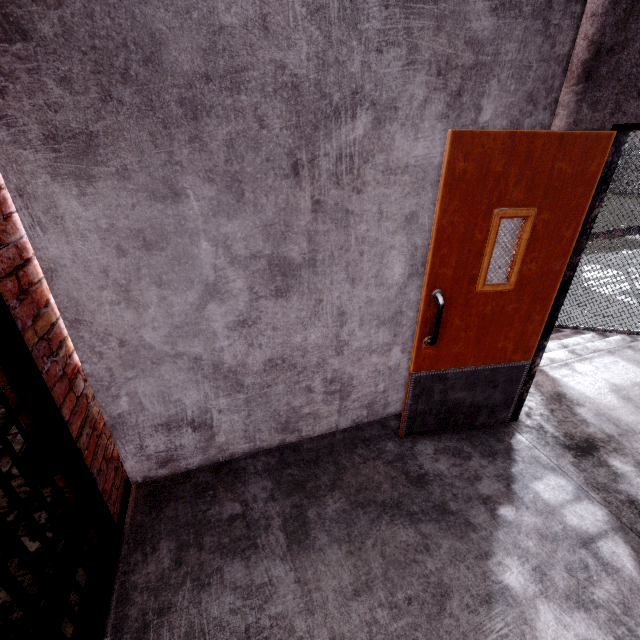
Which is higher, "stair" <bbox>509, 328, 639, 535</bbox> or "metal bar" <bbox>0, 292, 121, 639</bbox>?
"metal bar" <bbox>0, 292, 121, 639</bbox>

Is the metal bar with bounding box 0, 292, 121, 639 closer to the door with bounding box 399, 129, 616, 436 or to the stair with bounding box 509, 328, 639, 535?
the door with bounding box 399, 129, 616, 436

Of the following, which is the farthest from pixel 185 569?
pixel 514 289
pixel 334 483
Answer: pixel 514 289

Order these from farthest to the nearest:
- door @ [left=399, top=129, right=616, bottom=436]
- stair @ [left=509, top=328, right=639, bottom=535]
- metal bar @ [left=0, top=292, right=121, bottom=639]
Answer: stair @ [left=509, top=328, right=639, bottom=535], door @ [left=399, top=129, right=616, bottom=436], metal bar @ [left=0, top=292, right=121, bottom=639]

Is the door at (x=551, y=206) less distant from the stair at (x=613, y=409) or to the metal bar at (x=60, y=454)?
the stair at (x=613, y=409)

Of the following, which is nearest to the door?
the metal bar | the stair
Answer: the stair

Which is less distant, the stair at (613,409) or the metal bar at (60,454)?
the metal bar at (60,454)

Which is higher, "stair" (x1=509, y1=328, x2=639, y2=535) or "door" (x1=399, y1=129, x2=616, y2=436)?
"door" (x1=399, y1=129, x2=616, y2=436)
